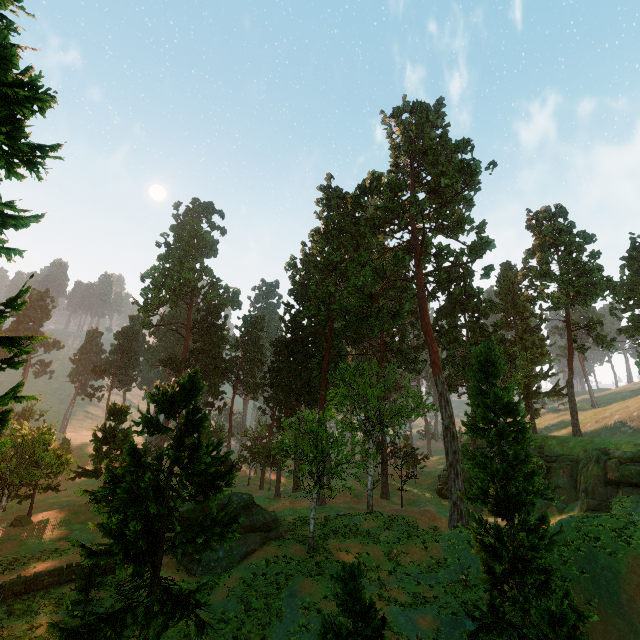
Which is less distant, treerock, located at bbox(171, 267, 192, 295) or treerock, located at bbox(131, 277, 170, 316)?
treerock, located at bbox(171, 267, 192, 295)

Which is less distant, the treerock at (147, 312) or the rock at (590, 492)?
the rock at (590, 492)

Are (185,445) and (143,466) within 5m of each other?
yes

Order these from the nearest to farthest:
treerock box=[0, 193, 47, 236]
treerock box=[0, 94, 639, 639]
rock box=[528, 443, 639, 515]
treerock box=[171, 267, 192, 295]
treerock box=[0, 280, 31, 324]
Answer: treerock box=[0, 193, 47, 236] → treerock box=[0, 280, 31, 324] → treerock box=[0, 94, 639, 639] → rock box=[528, 443, 639, 515] → treerock box=[171, 267, 192, 295]

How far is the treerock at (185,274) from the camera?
55.9 meters

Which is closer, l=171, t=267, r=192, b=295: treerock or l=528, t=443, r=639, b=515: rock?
l=528, t=443, r=639, b=515: rock

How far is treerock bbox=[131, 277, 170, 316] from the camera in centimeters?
5650cm

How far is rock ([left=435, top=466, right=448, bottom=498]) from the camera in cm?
4128
